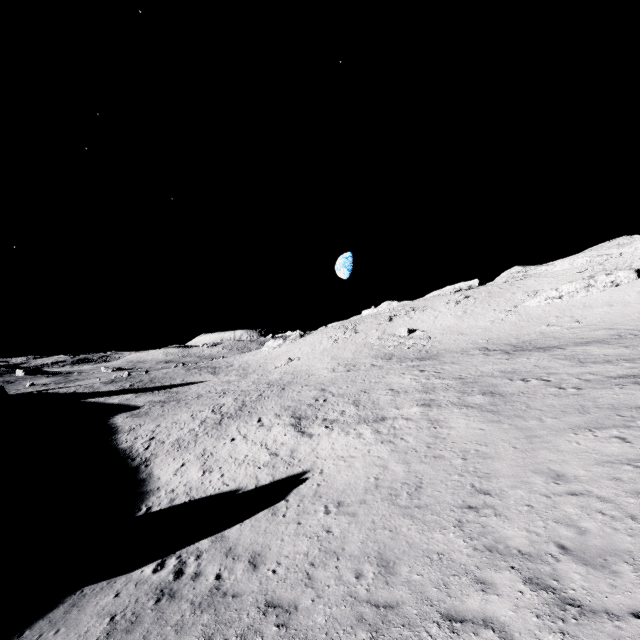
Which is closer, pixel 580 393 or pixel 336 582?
pixel 336 582
